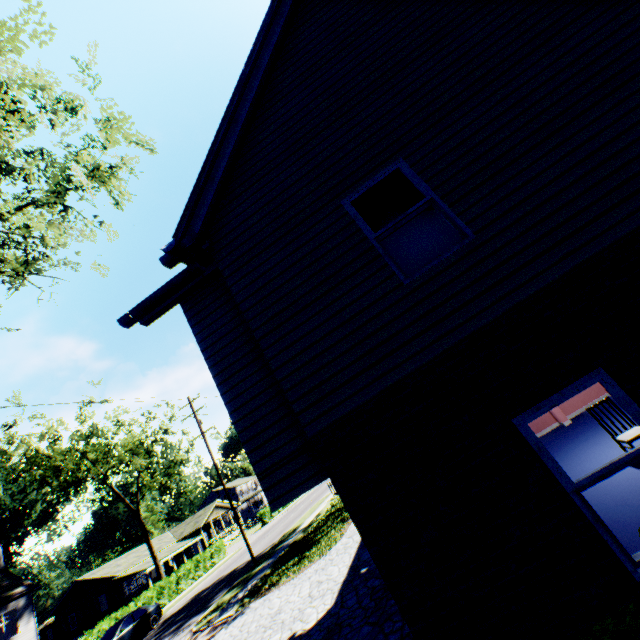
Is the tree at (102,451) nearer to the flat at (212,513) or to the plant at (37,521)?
the plant at (37,521)

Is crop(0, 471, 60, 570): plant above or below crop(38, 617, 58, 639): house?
above

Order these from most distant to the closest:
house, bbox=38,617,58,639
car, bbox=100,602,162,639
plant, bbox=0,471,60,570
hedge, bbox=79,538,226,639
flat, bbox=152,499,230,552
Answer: → house, bbox=38,617,58,639 < plant, bbox=0,471,60,570 < flat, bbox=152,499,230,552 < hedge, bbox=79,538,226,639 < car, bbox=100,602,162,639

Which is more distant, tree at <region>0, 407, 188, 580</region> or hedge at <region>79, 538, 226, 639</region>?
tree at <region>0, 407, 188, 580</region>

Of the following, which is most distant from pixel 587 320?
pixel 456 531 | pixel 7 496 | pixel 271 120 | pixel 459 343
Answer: pixel 7 496

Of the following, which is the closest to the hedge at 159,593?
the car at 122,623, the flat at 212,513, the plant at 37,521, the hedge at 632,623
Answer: the car at 122,623

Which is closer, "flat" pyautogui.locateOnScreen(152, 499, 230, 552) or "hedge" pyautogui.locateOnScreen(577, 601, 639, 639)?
"hedge" pyautogui.locateOnScreen(577, 601, 639, 639)

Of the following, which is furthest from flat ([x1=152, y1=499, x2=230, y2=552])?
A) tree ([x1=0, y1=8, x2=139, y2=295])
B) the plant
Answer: tree ([x1=0, y1=8, x2=139, y2=295])
